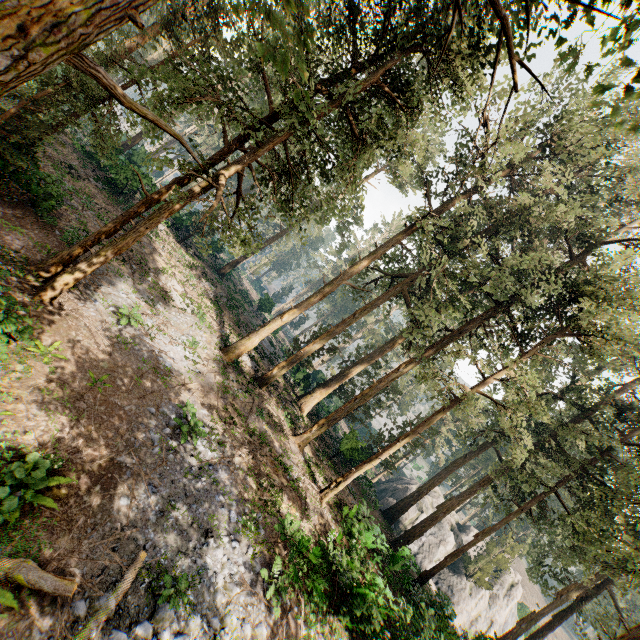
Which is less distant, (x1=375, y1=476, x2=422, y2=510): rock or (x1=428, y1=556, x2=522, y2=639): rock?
(x1=428, y1=556, x2=522, y2=639): rock

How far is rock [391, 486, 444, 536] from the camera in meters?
36.5

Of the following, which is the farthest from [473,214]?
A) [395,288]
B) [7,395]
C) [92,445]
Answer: [7,395]

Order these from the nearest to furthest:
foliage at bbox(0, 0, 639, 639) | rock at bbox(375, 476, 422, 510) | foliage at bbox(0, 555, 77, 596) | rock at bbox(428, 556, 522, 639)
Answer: foliage at bbox(0, 555, 77, 596), foliage at bbox(0, 0, 639, 639), rock at bbox(428, 556, 522, 639), rock at bbox(375, 476, 422, 510)

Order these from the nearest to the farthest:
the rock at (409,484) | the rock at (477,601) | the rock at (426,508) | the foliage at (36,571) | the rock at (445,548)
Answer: the foliage at (36,571), the rock at (477,601), the rock at (445,548), the rock at (426,508), the rock at (409,484)

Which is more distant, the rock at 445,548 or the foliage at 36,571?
the rock at 445,548
